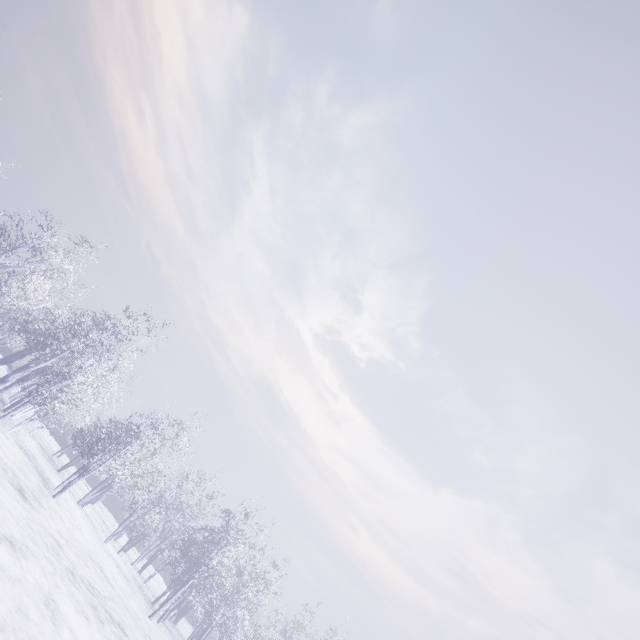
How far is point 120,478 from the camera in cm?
1374
